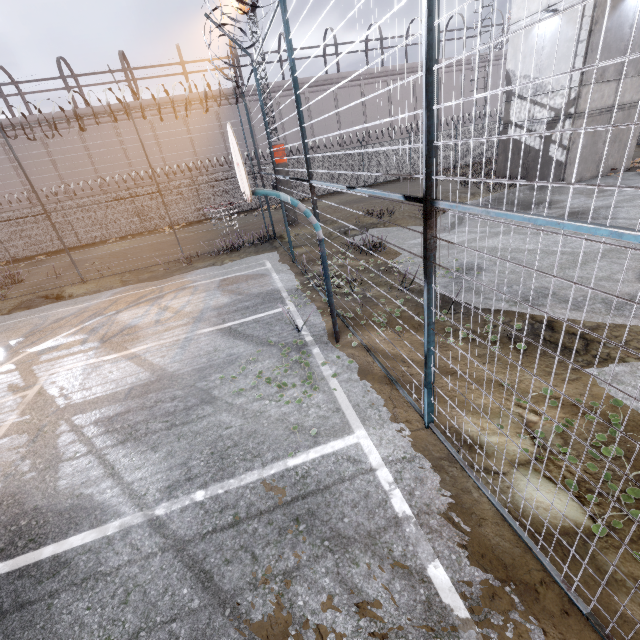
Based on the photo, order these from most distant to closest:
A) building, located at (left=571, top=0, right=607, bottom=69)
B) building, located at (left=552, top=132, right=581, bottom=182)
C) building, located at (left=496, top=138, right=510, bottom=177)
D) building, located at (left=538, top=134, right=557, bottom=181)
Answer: building, located at (left=496, top=138, right=510, bottom=177) → building, located at (left=538, top=134, right=557, bottom=181) → building, located at (left=552, top=132, right=581, bottom=182) → building, located at (left=571, top=0, right=607, bottom=69)

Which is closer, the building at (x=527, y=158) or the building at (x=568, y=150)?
the building at (x=568, y=150)

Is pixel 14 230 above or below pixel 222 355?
above

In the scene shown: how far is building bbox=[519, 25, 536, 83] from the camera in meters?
14.1

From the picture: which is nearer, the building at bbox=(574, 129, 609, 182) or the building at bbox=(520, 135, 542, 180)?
the building at bbox=(574, 129, 609, 182)
